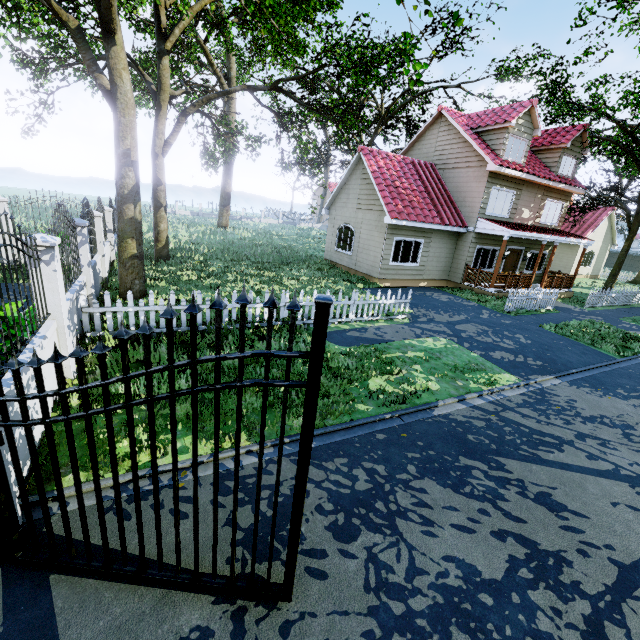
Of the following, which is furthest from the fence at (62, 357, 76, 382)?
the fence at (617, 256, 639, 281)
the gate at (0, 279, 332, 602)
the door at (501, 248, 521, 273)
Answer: the fence at (617, 256, 639, 281)

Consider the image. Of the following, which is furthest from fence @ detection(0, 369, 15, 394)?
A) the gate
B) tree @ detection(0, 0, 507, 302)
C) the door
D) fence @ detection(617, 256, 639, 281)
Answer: fence @ detection(617, 256, 639, 281)

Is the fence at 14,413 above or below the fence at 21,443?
above

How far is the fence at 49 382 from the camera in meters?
4.8

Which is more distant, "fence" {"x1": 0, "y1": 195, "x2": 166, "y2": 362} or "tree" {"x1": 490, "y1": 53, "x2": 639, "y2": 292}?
"tree" {"x1": 490, "y1": 53, "x2": 639, "y2": 292}

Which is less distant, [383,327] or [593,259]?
[383,327]

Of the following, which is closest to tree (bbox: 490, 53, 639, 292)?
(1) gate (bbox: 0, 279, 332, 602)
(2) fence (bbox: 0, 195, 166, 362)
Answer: (2) fence (bbox: 0, 195, 166, 362)

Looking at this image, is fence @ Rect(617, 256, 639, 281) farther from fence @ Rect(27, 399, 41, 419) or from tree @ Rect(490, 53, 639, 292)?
fence @ Rect(27, 399, 41, 419)
